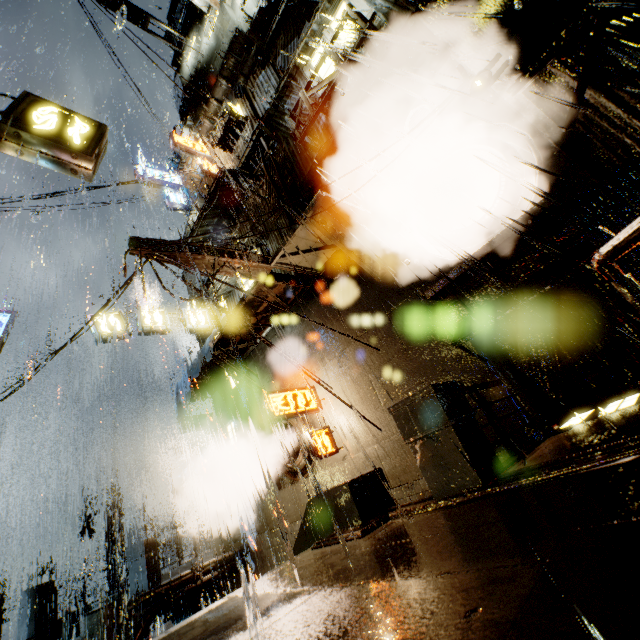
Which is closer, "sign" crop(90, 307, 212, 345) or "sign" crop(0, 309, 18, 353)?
"sign" crop(0, 309, 18, 353)

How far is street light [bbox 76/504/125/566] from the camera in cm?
2288

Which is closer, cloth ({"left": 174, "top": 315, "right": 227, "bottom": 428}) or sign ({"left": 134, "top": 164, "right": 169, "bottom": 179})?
cloth ({"left": 174, "top": 315, "right": 227, "bottom": 428})

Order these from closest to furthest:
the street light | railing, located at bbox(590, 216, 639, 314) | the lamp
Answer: railing, located at bbox(590, 216, 639, 314) → the lamp → the street light

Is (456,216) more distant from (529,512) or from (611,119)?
(529,512)

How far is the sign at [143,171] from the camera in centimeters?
2028cm

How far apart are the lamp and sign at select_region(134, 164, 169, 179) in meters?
19.7 m

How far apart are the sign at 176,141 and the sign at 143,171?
6.70m
